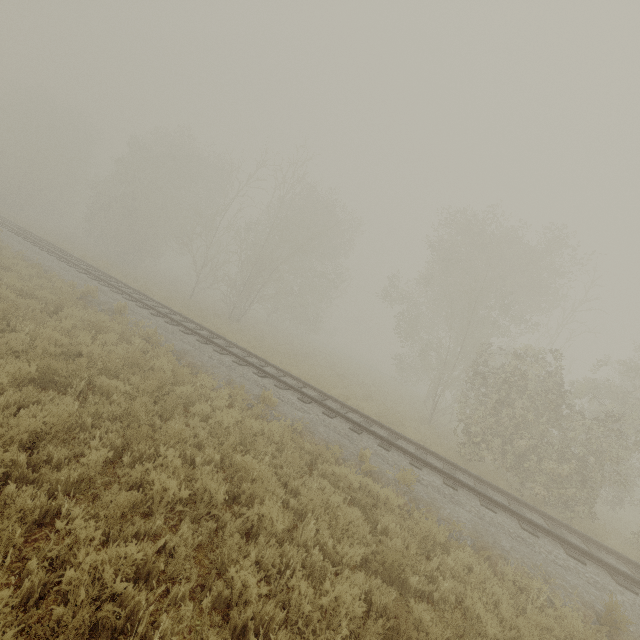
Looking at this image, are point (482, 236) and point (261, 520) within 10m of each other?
no

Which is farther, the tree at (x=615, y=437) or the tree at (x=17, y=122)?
the tree at (x=17, y=122)

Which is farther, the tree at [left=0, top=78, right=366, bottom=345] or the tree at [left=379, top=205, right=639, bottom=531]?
the tree at [left=0, top=78, right=366, bottom=345]
